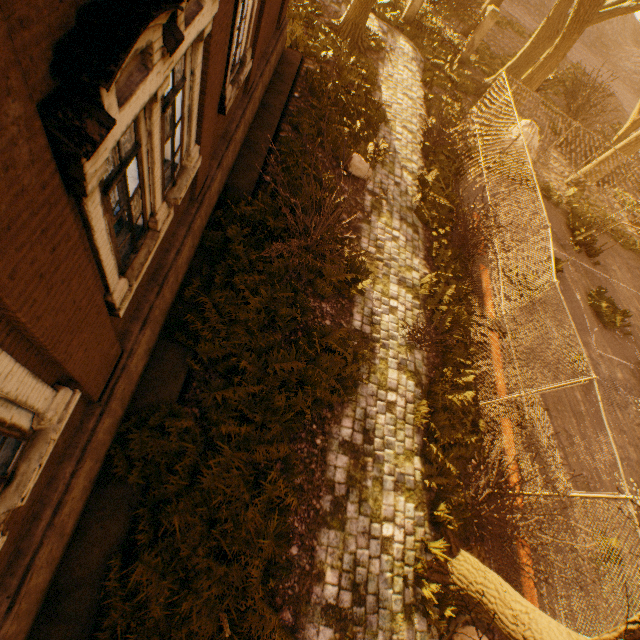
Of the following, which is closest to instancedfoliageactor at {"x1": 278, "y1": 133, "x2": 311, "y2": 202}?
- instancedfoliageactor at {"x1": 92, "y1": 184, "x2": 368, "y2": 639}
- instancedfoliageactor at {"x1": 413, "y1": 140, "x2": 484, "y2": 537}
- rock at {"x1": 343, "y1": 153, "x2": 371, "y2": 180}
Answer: instancedfoliageactor at {"x1": 92, "y1": 184, "x2": 368, "y2": 639}

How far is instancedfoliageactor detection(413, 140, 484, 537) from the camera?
6.96m

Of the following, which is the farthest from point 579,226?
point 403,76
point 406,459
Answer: point 406,459

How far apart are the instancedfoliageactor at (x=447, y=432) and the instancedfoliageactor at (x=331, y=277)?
1.82m

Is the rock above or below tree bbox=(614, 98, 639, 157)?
below

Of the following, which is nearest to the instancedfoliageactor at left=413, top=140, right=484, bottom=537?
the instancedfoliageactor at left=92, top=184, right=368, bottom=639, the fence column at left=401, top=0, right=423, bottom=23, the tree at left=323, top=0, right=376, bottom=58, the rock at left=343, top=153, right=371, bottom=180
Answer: the instancedfoliageactor at left=92, top=184, right=368, bottom=639

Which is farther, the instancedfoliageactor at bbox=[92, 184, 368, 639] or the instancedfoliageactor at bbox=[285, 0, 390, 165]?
the instancedfoliageactor at bbox=[285, 0, 390, 165]

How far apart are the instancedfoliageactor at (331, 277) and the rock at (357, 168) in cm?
314
